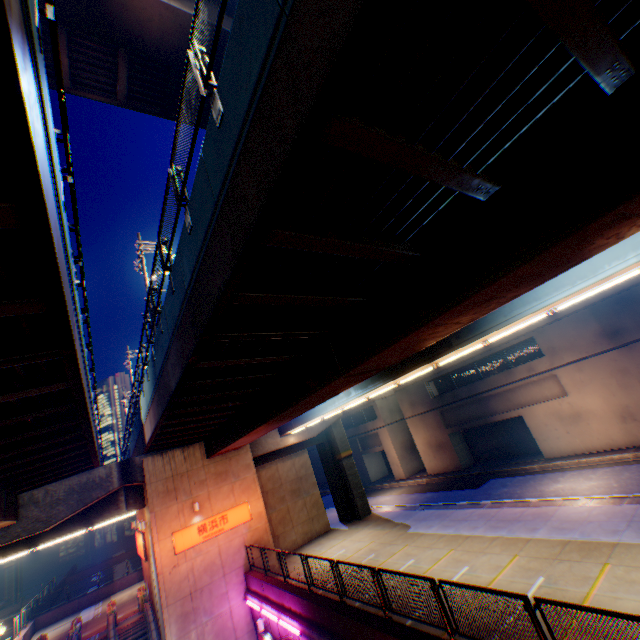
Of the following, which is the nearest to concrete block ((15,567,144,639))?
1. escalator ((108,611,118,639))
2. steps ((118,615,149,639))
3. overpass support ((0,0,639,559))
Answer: overpass support ((0,0,639,559))

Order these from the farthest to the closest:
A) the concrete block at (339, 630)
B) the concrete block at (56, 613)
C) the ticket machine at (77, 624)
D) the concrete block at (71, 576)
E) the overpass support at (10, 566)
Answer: the overpass support at (10, 566) → the concrete block at (71, 576) → the concrete block at (56, 613) → the ticket machine at (77, 624) → the concrete block at (339, 630)

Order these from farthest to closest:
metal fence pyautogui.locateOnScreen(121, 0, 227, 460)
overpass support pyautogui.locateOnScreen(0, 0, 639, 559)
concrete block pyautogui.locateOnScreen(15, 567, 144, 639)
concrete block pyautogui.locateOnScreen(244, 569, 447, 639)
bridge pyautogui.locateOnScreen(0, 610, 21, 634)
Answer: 1. bridge pyautogui.locateOnScreen(0, 610, 21, 634)
2. concrete block pyautogui.locateOnScreen(15, 567, 144, 639)
3. concrete block pyautogui.locateOnScreen(244, 569, 447, 639)
4. metal fence pyautogui.locateOnScreen(121, 0, 227, 460)
5. overpass support pyautogui.locateOnScreen(0, 0, 639, 559)

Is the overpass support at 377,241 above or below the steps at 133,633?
above

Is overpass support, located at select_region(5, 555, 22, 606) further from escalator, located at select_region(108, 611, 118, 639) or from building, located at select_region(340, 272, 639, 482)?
building, located at select_region(340, 272, 639, 482)

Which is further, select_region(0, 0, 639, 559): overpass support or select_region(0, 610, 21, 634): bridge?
select_region(0, 610, 21, 634): bridge

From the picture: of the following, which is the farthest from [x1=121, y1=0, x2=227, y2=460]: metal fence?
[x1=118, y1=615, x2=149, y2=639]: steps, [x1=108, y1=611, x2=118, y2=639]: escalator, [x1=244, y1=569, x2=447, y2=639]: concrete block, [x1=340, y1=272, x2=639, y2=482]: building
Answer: [x1=340, y1=272, x2=639, y2=482]: building

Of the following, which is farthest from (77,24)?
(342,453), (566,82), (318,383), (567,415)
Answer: (567,415)
